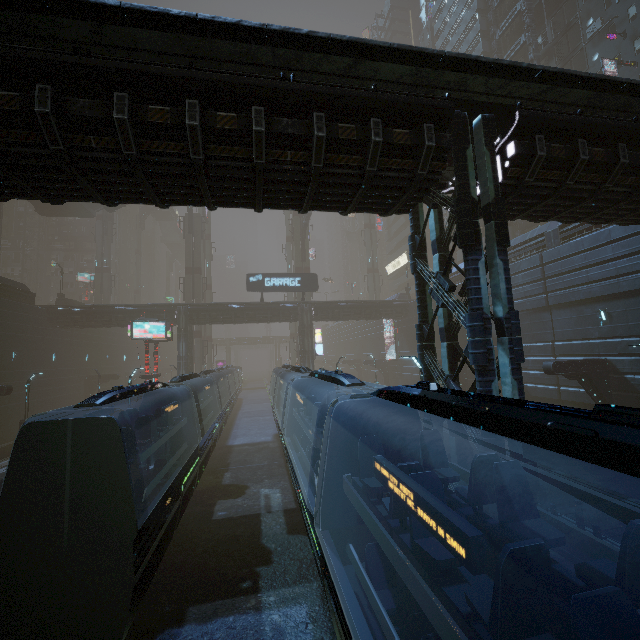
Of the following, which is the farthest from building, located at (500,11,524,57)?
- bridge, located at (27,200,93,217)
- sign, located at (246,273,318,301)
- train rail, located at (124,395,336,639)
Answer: bridge, located at (27,200,93,217)

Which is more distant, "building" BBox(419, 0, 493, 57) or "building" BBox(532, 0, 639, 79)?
"building" BBox(419, 0, 493, 57)

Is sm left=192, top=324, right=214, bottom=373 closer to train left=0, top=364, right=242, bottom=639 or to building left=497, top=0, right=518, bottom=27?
building left=497, top=0, right=518, bottom=27

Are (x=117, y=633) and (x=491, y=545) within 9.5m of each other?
yes

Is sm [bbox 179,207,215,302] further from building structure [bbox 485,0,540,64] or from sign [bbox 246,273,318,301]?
building structure [bbox 485,0,540,64]

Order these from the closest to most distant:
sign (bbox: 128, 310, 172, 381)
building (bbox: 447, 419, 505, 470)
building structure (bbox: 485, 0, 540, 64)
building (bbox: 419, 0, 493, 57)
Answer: building (bbox: 447, 419, 505, 470) → sign (bbox: 128, 310, 172, 381) → building structure (bbox: 485, 0, 540, 64) → building (bbox: 419, 0, 493, 57)

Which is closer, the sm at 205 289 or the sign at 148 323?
the sign at 148 323

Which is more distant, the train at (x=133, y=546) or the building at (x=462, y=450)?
the building at (x=462, y=450)
